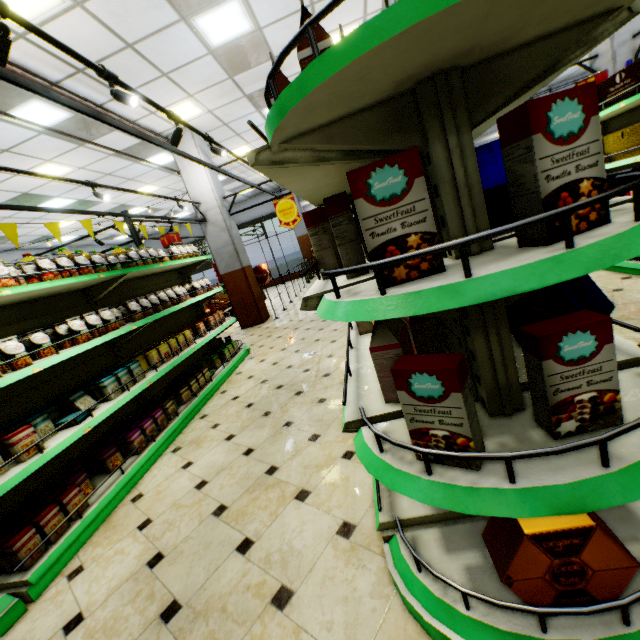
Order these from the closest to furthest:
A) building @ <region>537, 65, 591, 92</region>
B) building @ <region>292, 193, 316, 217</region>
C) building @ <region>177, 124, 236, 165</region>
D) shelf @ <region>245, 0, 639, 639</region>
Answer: shelf @ <region>245, 0, 639, 639</region>
building @ <region>177, 124, 236, 165</region>
building @ <region>537, 65, 591, 92</region>
building @ <region>292, 193, 316, 217</region>

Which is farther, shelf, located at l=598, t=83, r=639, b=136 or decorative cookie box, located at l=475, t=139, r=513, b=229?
shelf, located at l=598, t=83, r=639, b=136

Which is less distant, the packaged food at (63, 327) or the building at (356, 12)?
the packaged food at (63, 327)

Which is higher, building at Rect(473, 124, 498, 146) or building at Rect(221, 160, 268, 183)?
building at Rect(221, 160, 268, 183)

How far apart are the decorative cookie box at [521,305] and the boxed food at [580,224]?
0.45m

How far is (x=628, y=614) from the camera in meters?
1.0 m

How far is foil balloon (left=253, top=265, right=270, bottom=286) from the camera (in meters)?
9.05

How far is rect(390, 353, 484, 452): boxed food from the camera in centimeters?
93cm
